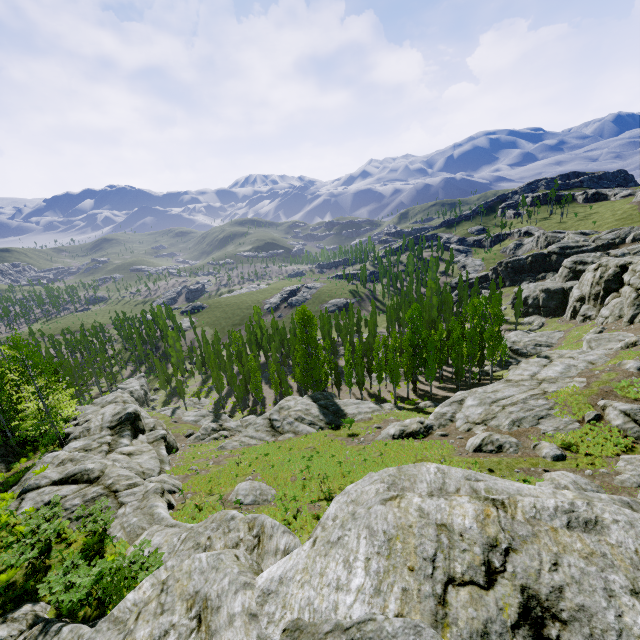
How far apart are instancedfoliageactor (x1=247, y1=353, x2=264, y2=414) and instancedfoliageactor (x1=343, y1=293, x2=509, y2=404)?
26.7 meters

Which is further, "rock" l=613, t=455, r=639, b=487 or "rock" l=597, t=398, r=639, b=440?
"rock" l=597, t=398, r=639, b=440

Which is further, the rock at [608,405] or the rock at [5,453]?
the rock at [5,453]

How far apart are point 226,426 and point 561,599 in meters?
45.1 m

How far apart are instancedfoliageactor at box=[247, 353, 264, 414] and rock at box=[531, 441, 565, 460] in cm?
3869

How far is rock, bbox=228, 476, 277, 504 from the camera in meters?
20.4

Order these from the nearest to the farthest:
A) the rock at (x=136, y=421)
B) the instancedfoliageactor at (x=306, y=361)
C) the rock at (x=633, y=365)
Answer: the rock at (x=136, y=421)
the rock at (x=633, y=365)
the instancedfoliageactor at (x=306, y=361)

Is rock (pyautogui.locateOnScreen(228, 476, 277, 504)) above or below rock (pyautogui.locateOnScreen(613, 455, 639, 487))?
Answer: below
